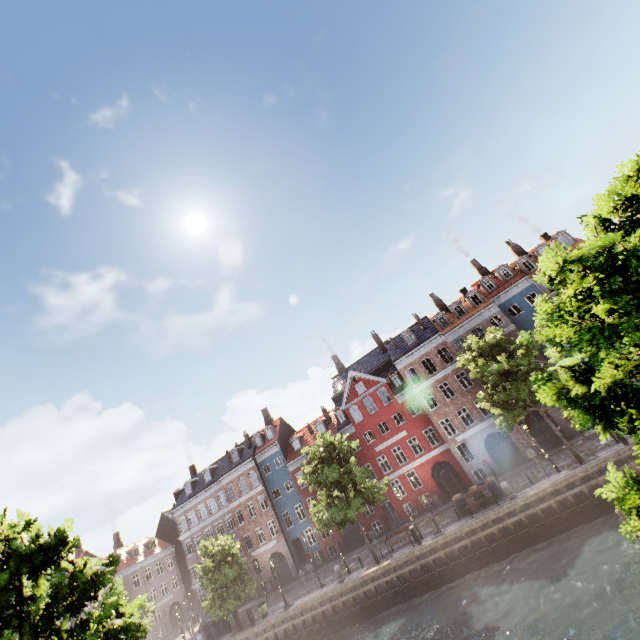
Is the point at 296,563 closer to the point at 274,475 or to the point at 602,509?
the point at 274,475

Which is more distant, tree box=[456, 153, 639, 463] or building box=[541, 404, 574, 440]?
building box=[541, 404, 574, 440]

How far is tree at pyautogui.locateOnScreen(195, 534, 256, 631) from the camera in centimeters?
2839cm

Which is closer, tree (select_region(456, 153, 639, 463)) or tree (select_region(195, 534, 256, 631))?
tree (select_region(456, 153, 639, 463))

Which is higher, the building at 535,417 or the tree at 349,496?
the tree at 349,496

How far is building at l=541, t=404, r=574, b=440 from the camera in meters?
28.1 m

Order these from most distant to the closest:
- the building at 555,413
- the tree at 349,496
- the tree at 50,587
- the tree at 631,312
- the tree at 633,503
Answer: the building at 555,413
the tree at 349,496
the tree at 50,587
the tree at 633,503
the tree at 631,312
